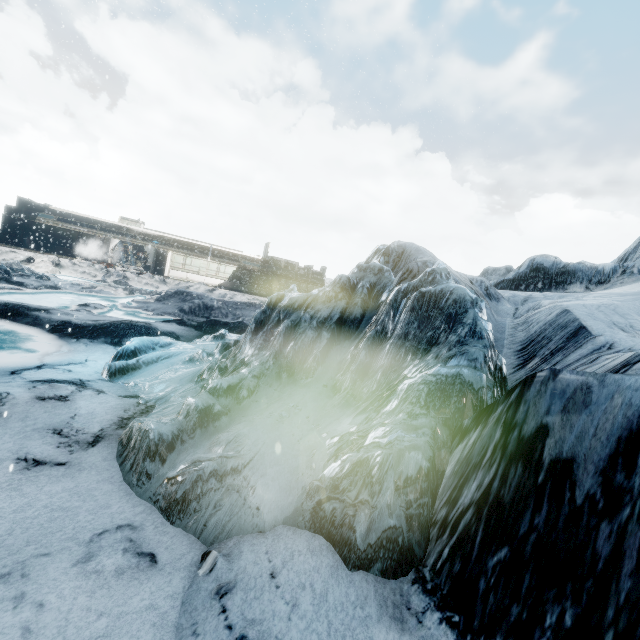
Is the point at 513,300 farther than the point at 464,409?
Yes
